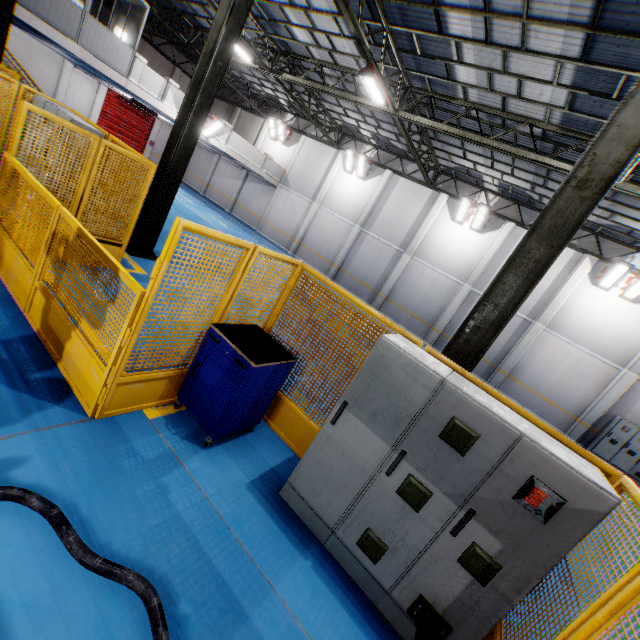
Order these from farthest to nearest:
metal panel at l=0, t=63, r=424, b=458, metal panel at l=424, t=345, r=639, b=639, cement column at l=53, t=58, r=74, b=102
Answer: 1. cement column at l=53, t=58, r=74, b=102
2. metal panel at l=0, t=63, r=424, b=458
3. metal panel at l=424, t=345, r=639, b=639

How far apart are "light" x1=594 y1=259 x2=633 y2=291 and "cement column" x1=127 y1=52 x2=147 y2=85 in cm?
2324

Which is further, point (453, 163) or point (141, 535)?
point (453, 163)

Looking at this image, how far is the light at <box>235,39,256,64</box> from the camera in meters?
14.1

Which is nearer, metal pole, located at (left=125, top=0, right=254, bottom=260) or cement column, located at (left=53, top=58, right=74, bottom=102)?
metal pole, located at (left=125, top=0, right=254, bottom=260)

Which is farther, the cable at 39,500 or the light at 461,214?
the light at 461,214

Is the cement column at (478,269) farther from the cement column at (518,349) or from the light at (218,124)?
the light at (218,124)

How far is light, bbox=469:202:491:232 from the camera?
16.9 meters
